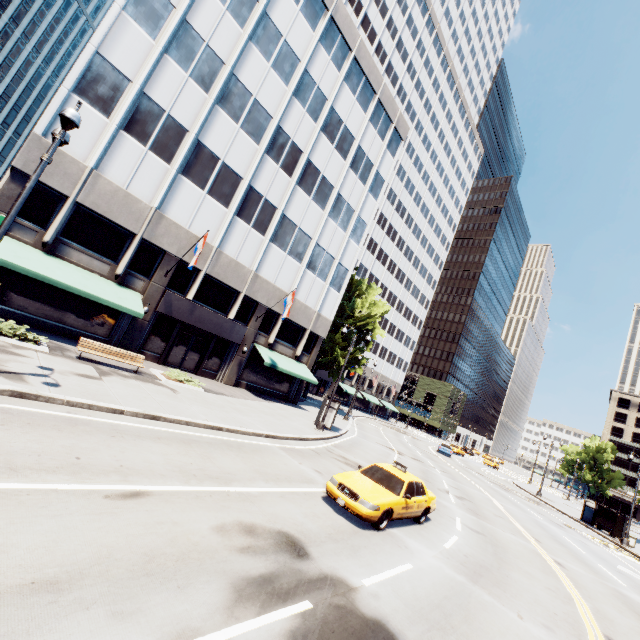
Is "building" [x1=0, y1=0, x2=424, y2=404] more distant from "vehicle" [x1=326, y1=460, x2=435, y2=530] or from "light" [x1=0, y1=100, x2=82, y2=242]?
"vehicle" [x1=326, y1=460, x2=435, y2=530]

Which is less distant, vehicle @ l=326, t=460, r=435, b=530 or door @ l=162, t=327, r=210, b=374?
vehicle @ l=326, t=460, r=435, b=530

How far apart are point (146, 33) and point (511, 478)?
69.0m

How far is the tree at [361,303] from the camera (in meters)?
36.03

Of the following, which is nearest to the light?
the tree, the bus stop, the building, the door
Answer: the building

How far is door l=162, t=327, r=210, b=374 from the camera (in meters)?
22.55

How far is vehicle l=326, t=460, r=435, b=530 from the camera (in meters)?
9.16

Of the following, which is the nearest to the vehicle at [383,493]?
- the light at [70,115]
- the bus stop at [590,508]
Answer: the bus stop at [590,508]
